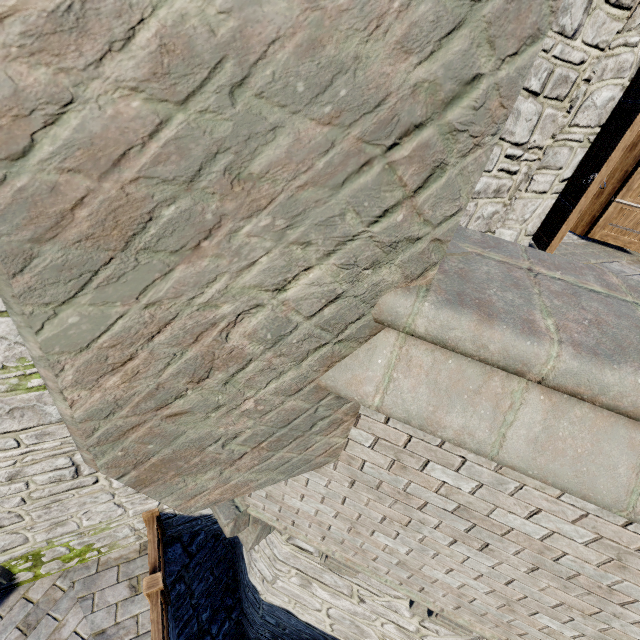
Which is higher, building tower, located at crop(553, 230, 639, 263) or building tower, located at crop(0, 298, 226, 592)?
building tower, located at crop(553, 230, 639, 263)

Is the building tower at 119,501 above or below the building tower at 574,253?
below

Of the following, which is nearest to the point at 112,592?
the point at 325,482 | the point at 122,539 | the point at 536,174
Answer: the point at 122,539

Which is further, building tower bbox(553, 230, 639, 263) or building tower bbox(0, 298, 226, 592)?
building tower bbox(553, 230, 639, 263)
